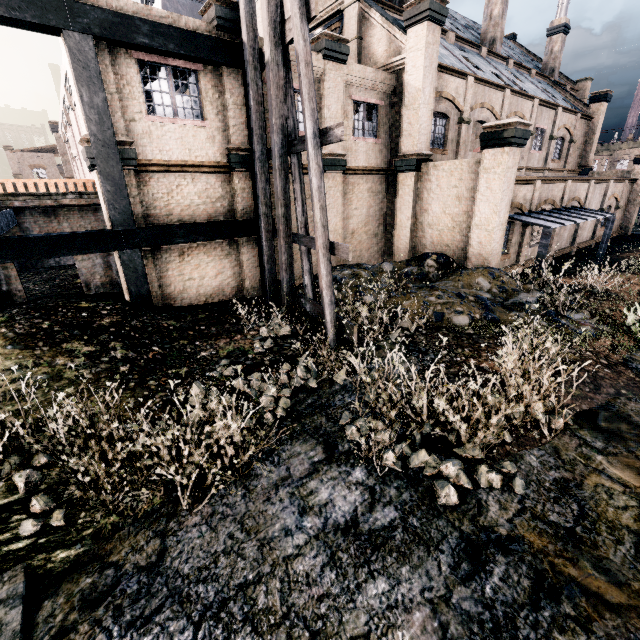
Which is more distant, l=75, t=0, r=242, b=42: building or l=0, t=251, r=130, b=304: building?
l=0, t=251, r=130, b=304: building

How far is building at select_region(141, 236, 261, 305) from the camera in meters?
12.6 m

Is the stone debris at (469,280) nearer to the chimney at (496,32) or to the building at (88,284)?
the building at (88,284)

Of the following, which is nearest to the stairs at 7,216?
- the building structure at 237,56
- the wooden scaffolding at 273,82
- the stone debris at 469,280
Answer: the building structure at 237,56

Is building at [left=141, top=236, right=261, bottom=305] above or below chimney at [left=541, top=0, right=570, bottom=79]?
below

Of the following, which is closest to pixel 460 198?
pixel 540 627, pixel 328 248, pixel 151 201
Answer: pixel 328 248
